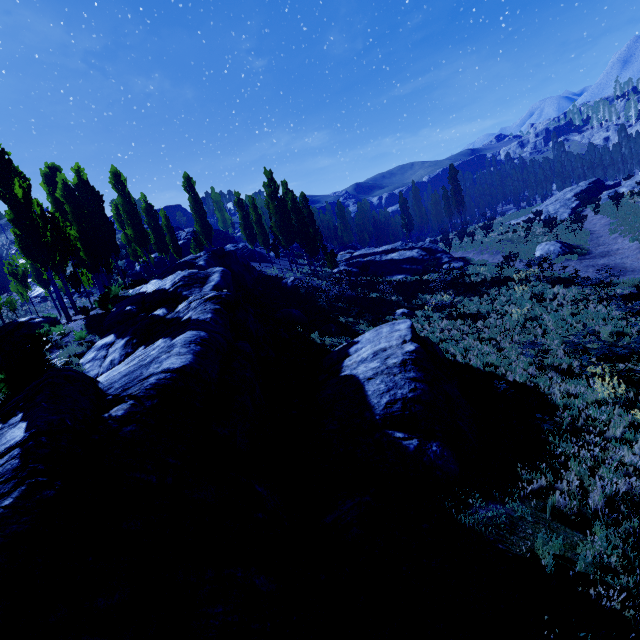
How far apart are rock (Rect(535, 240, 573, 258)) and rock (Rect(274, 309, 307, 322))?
20.7m

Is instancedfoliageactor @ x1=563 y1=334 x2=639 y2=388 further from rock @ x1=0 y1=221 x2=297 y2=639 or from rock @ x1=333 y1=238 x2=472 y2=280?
rock @ x1=333 y1=238 x2=472 y2=280

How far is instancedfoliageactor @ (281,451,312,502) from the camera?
6.3 meters

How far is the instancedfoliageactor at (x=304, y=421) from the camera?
8.1 meters

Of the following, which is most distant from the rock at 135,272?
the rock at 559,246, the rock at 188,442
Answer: the rock at 559,246

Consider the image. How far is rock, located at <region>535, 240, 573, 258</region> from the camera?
24.8 meters

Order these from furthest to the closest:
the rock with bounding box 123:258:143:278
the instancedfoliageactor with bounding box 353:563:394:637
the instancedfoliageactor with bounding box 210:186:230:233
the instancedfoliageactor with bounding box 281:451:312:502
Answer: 1. the instancedfoliageactor with bounding box 210:186:230:233
2. the rock with bounding box 123:258:143:278
3. the instancedfoliageactor with bounding box 281:451:312:502
4. the instancedfoliageactor with bounding box 353:563:394:637

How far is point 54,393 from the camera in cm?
449
